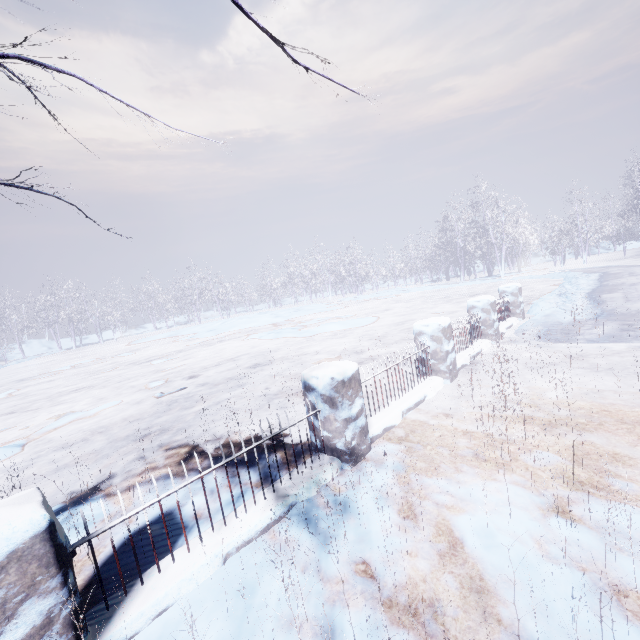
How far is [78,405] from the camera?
7.90m
